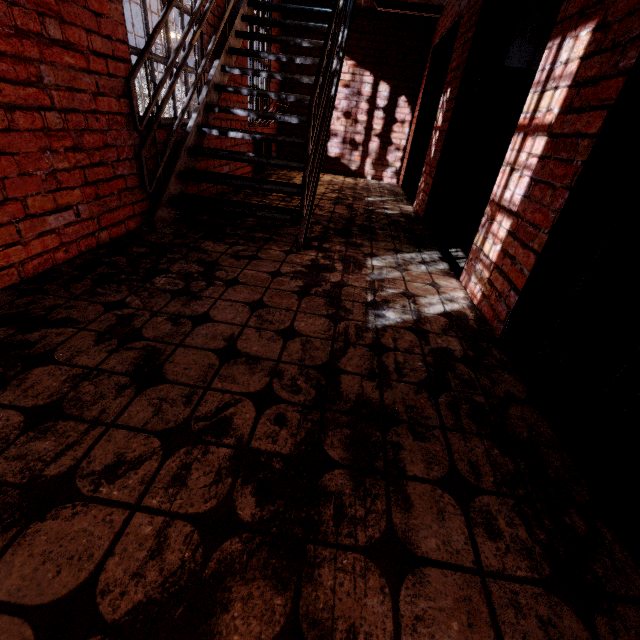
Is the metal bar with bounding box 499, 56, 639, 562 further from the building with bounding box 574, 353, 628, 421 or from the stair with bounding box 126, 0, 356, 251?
the stair with bounding box 126, 0, 356, 251

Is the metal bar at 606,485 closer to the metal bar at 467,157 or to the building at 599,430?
the building at 599,430

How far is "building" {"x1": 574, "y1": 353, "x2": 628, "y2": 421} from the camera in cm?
150

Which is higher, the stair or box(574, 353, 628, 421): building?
the stair

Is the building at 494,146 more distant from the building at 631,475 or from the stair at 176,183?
the stair at 176,183

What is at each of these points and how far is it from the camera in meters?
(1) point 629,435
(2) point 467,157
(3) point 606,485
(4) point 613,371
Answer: (1) building, 1.4
(2) metal bar, 3.2
(3) metal bar, 1.1
(4) building, 1.8

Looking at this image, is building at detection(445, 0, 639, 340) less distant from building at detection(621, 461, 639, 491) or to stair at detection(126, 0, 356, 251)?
building at detection(621, 461, 639, 491)

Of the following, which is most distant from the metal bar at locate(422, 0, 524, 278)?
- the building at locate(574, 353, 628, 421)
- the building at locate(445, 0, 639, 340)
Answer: the building at locate(574, 353, 628, 421)
